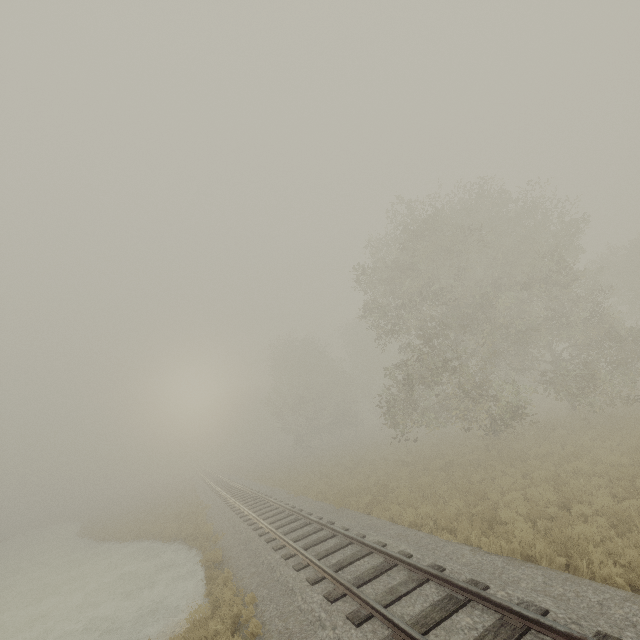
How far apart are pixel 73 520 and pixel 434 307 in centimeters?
5752cm
